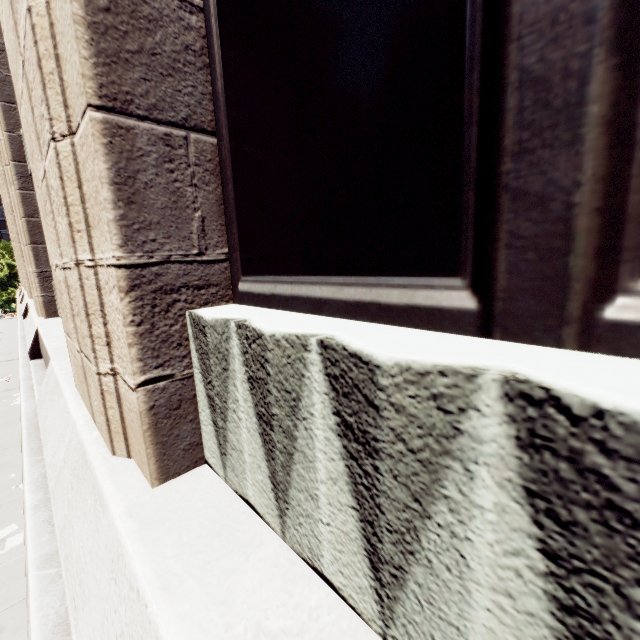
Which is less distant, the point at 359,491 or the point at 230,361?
the point at 359,491

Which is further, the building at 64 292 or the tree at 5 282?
the tree at 5 282

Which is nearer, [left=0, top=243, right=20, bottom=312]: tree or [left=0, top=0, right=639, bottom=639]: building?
[left=0, top=0, right=639, bottom=639]: building
